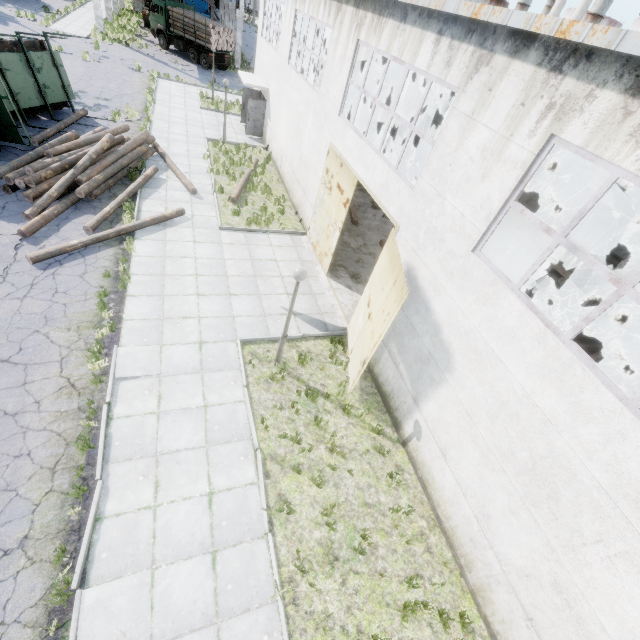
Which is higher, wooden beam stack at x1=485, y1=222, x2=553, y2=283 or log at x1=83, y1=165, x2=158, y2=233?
wooden beam stack at x1=485, y1=222, x2=553, y2=283

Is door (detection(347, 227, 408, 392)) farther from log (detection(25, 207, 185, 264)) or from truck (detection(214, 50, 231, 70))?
truck (detection(214, 50, 231, 70))

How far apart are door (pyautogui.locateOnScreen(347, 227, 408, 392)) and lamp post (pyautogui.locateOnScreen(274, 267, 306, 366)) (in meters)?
1.95

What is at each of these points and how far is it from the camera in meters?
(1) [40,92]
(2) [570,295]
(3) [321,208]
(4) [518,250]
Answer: (1) truck, 15.5
(2) wooden beam stack, 13.7
(3) door, 12.8
(4) wooden beam stack, 16.2

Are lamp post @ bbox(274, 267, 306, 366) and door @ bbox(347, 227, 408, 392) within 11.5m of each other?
yes

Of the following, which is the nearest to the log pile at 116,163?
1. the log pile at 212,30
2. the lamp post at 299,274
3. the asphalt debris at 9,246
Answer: the asphalt debris at 9,246

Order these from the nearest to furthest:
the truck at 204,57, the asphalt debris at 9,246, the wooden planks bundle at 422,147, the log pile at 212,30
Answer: the asphalt debris at 9,246
the wooden planks bundle at 422,147
the log pile at 212,30
the truck at 204,57

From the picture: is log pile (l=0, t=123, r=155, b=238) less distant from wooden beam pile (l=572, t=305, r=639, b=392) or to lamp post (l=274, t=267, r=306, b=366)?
lamp post (l=274, t=267, r=306, b=366)
